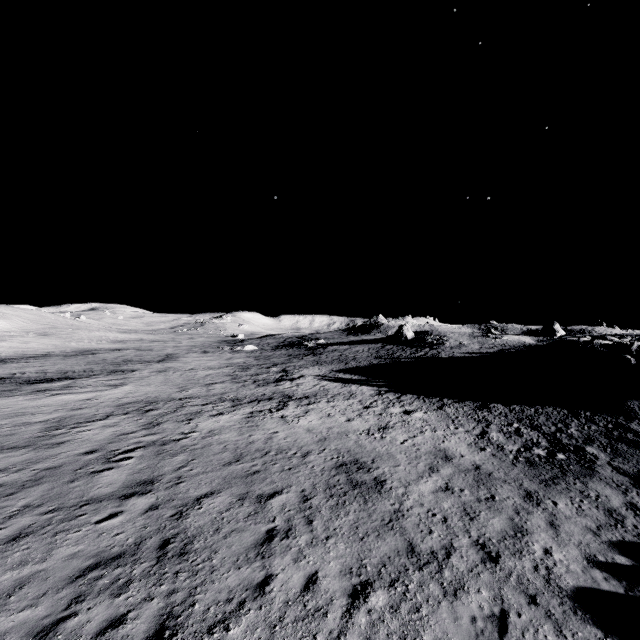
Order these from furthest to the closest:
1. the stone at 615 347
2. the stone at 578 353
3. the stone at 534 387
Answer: the stone at 578 353 < the stone at 534 387 < the stone at 615 347

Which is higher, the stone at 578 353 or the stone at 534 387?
the stone at 578 353

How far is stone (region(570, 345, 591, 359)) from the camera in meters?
27.7

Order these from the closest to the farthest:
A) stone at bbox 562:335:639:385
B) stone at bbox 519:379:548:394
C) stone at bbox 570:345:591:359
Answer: stone at bbox 562:335:639:385 < stone at bbox 519:379:548:394 < stone at bbox 570:345:591:359

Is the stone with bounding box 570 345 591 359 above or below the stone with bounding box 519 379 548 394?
above

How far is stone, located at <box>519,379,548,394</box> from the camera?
26.0 meters

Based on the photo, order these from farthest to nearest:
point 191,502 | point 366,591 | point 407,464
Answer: point 407,464
point 191,502
point 366,591
